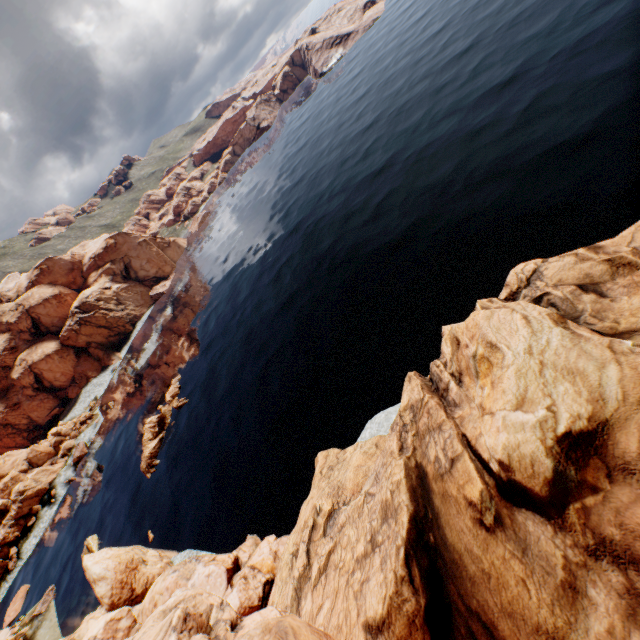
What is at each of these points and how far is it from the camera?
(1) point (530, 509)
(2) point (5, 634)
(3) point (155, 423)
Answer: (1) rock, 8.5 meters
(2) rock, 45.3 meters
(3) rock, 51.9 meters

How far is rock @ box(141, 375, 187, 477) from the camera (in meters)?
48.72

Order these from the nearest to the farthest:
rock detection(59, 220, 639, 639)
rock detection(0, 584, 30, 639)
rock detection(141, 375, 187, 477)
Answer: rock detection(59, 220, 639, 639)
rock detection(0, 584, 30, 639)
rock detection(141, 375, 187, 477)

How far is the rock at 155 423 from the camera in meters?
48.7

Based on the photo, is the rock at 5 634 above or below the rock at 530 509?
below

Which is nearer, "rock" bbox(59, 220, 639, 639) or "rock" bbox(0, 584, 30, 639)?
"rock" bbox(59, 220, 639, 639)
